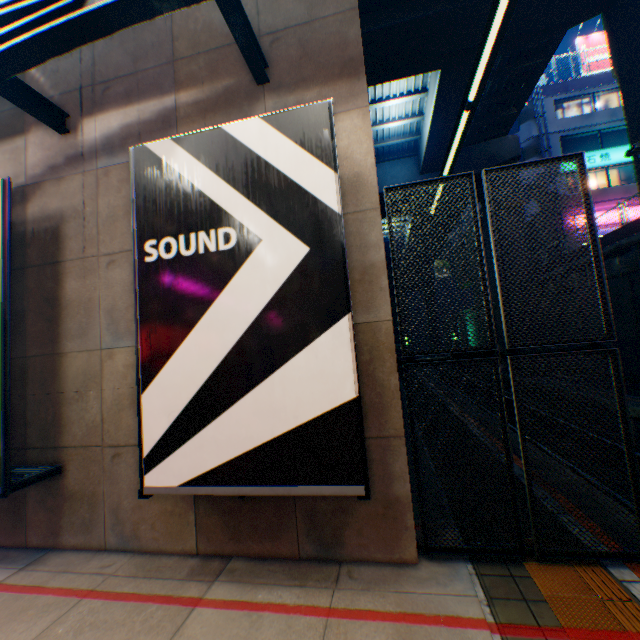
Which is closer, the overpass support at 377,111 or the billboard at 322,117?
the billboard at 322,117

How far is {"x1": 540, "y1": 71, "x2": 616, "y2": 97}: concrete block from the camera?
24.31m

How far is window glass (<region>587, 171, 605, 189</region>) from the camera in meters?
24.4 m

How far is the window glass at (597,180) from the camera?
24.4 meters

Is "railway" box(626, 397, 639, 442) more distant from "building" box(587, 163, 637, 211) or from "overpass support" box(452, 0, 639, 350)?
"building" box(587, 163, 637, 211)

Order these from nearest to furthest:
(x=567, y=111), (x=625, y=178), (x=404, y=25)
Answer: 1. (x=404, y=25)
2. (x=625, y=178)
3. (x=567, y=111)

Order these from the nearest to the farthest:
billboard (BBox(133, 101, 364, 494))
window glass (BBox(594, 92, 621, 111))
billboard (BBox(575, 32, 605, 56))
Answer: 1. billboard (BBox(133, 101, 364, 494))
2. window glass (BBox(594, 92, 621, 111))
3. billboard (BBox(575, 32, 605, 56))

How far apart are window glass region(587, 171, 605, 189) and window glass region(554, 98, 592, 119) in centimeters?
445cm
